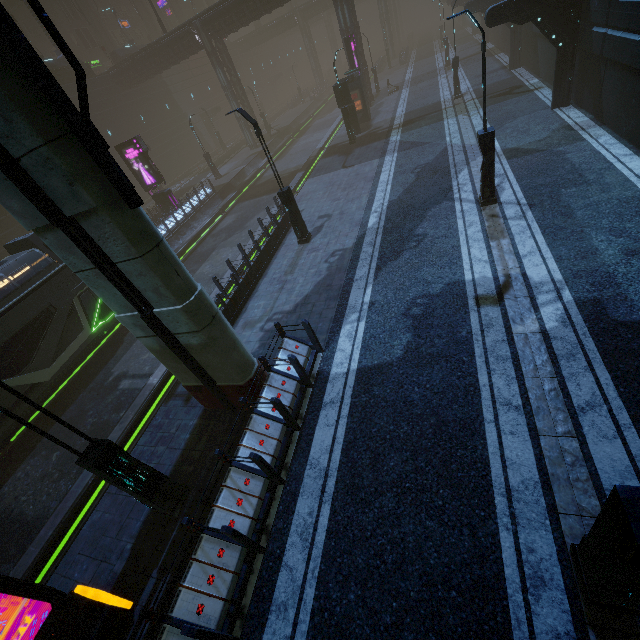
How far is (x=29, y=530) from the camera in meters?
9.5

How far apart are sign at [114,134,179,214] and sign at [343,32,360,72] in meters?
18.1 m

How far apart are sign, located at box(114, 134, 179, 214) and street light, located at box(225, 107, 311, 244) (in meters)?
14.82

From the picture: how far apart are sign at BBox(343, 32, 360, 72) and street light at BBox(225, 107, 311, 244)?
21.6 meters

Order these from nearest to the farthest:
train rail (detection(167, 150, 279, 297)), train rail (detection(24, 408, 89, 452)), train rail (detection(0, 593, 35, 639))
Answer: train rail (detection(0, 593, 35, 639)) < train rail (detection(24, 408, 89, 452)) < train rail (detection(167, 150, 279, 297))

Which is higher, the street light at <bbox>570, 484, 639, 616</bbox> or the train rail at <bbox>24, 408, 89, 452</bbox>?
the street light at <bbox>570, 484, 639, 616</bbox>

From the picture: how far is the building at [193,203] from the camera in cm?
2338

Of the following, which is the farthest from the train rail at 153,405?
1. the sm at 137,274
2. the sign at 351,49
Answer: the sign at 351,49
